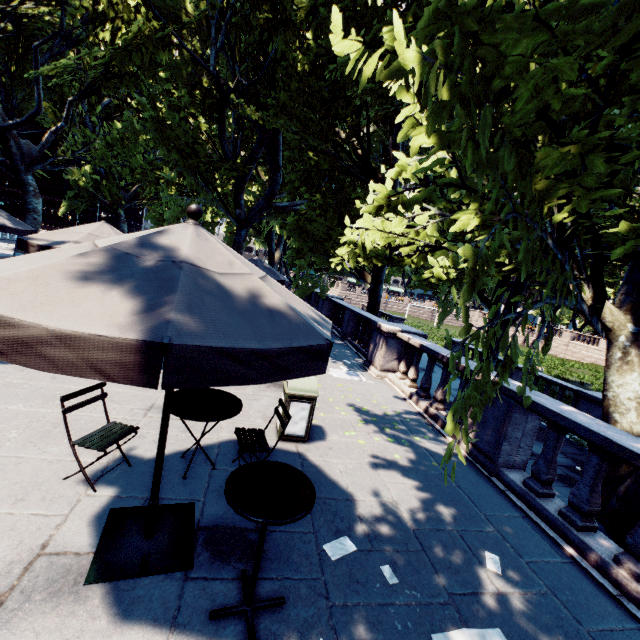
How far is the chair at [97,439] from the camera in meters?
3.5

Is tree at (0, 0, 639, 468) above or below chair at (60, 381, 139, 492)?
above

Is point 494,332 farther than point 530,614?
Yes

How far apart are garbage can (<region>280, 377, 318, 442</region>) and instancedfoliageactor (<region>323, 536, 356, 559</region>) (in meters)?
1.90

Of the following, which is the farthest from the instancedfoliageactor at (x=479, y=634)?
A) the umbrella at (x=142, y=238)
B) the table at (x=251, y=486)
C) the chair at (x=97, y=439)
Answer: the chair at (x=97, y=439)

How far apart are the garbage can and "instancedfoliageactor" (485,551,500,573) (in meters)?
2.79

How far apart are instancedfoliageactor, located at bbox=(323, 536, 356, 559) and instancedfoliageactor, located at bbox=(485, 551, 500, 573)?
1.6 meters

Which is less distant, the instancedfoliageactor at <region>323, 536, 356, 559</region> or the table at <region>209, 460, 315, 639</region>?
the table at <region>209, 460, 315, 639</region>
